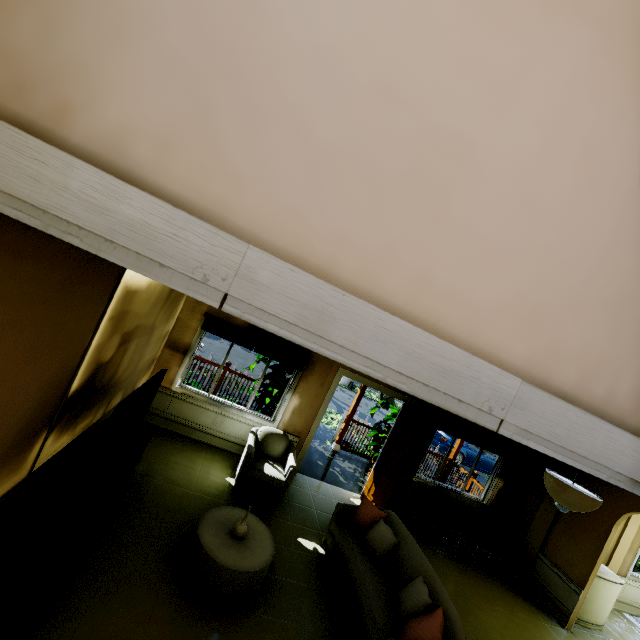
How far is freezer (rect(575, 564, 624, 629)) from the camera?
5.56m

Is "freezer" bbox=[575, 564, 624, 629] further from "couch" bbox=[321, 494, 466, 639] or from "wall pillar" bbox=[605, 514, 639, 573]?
"couch" bbox=[321, 494, 466, 639]

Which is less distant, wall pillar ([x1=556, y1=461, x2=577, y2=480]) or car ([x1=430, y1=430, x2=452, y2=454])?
wall pillar ([x1=556, y1=461, x2=577, y2=480])

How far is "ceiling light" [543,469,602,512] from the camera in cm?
285

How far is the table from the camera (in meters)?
3.09

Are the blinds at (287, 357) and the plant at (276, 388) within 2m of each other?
yes

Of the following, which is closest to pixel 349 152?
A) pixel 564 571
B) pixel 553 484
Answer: pixel 553 484

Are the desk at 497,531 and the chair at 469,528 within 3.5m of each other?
yes
